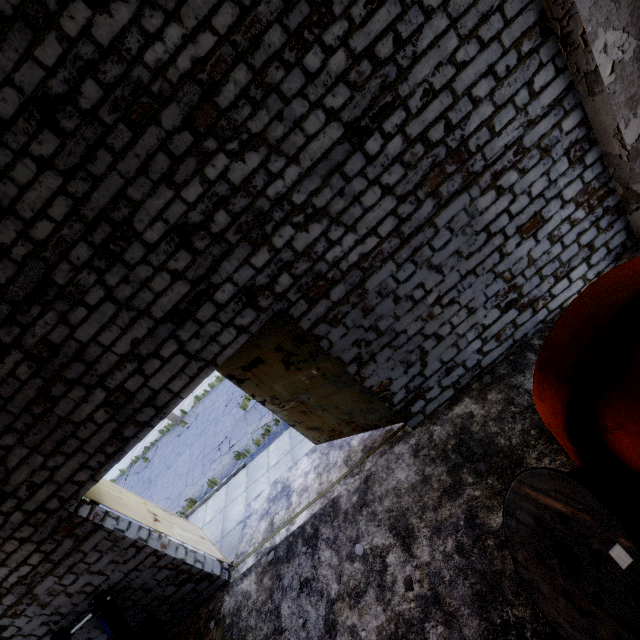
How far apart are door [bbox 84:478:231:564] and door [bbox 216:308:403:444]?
3.3m

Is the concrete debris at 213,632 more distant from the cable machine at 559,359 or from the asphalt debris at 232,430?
the cable machine at 559,359

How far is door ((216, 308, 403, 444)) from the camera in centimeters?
609cm

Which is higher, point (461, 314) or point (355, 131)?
point (355, 131)

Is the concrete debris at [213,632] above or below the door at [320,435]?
below

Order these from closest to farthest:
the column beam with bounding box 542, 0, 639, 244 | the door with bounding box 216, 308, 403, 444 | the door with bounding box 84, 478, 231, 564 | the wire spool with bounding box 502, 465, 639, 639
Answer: the wire spool with bounding box 502, 465, 639, 639
the column beam with bounding box 542, 0, 639, 244
the door with bounding box 216, 308, 403, 444
the door with bounding box 84, 478, 231, 564

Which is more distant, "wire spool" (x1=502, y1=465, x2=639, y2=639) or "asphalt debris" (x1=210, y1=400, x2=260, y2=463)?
"asphalt debris" (x1=210, y1=400, x2=260, y2=463)

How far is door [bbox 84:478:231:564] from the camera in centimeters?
679cm
